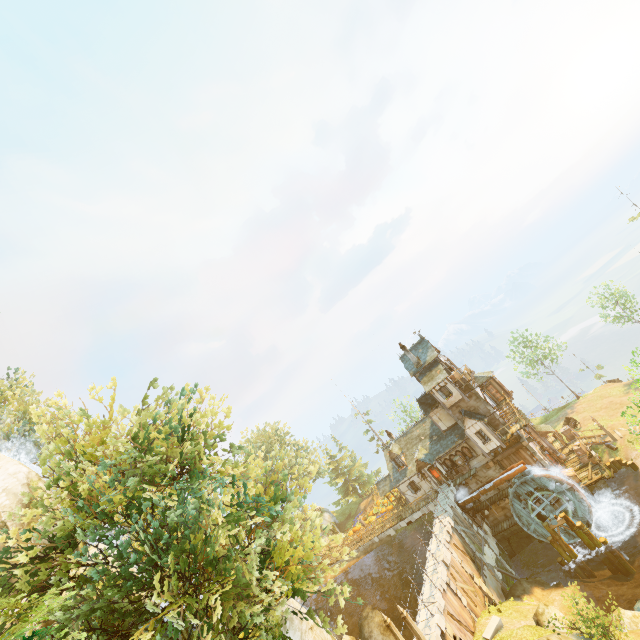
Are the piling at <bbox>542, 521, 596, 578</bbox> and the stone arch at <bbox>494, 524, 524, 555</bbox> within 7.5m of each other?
yes

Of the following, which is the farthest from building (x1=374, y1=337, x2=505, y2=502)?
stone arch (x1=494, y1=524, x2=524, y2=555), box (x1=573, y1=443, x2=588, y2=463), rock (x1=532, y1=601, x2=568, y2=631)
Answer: rock (x1=532, y1=601, x2=568, y2=631)

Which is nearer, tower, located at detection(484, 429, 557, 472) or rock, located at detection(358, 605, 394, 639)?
rock, located at detection(358, 605, 394, 639)

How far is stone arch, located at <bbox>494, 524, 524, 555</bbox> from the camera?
32.5 meters

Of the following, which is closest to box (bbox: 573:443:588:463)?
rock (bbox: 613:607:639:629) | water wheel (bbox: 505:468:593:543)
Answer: water wheel (bbox: 505:468:593:543)

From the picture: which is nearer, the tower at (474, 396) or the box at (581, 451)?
the box at (581, 451)

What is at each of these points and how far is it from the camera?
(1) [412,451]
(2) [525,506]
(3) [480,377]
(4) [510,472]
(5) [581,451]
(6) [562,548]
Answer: (1) building, 39.0 meters
(2) water wheel, 30.6 meters
(3) building, 38.1 meters
(4) drain, 31.7 meters
(5) box, 32.5 meters
(6) piling, 27.9 meters

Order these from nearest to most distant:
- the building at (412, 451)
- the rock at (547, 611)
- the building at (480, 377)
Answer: the rock at (547, 611)
the building at (412, 451)
the building at (480, 377)
